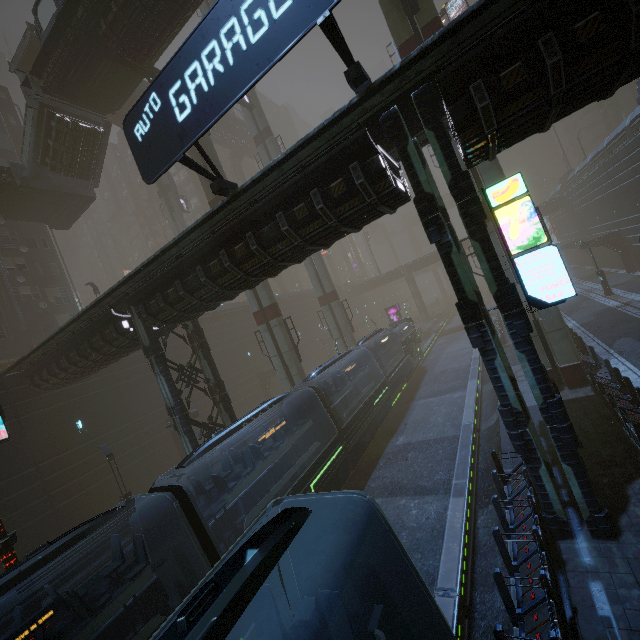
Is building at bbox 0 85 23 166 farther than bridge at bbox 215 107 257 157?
No

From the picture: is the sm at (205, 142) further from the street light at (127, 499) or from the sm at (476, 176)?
the sm at (476, 176)

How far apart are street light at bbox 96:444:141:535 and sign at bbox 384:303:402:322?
37.4 meters

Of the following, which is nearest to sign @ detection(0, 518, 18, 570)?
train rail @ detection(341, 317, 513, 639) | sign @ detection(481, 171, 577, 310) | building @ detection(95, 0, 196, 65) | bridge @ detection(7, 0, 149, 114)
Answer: building @ detection(95, 0, 196, 65)

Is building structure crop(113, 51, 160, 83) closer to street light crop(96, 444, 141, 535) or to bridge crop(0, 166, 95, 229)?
bridge crop(0, 166, 95, 229)

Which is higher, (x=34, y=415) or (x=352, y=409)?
(x=34, y=415)

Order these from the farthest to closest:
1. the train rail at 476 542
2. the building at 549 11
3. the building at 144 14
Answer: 1. the building at 144 14
2. the train rail at 476 542
3. the building at 549 11

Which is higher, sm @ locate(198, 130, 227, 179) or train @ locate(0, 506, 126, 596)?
sm @ locate(198, 130, 227, 179)
